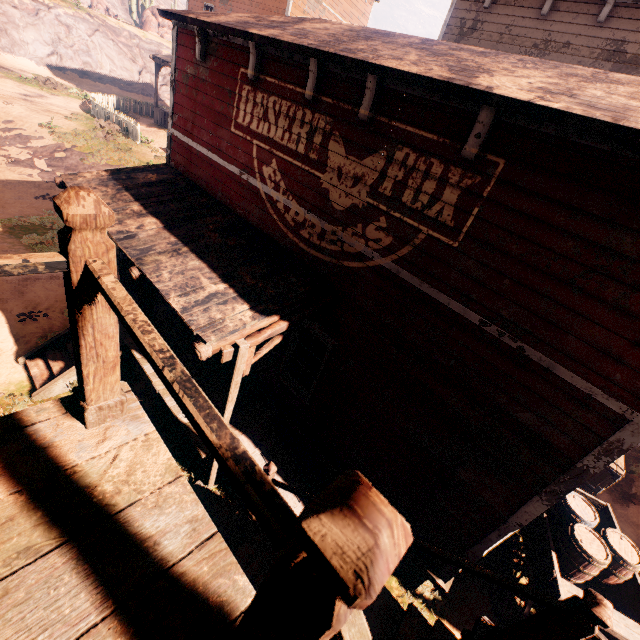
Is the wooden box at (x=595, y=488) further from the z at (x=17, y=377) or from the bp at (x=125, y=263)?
the bp at (x=125, y=263)

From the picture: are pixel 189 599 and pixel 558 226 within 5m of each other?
yes

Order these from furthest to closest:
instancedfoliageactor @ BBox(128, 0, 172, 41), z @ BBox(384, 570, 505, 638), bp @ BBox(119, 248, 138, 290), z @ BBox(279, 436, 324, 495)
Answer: instancedfoliageactor @ BBox(128, 0, 172, 41)
bp @ BBox(119, 248, 138, 290)
z @ BBox(279, 436, 324, 495)
z @ BBox(384, 570, 505, 638)

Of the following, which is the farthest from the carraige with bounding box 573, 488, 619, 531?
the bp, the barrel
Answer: the bp

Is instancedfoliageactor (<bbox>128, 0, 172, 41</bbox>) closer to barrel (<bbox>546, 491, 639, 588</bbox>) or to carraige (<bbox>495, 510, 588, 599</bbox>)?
carraige (<bbox>495, 510, 588, 599</bbox>)

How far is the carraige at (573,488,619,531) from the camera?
6.54m

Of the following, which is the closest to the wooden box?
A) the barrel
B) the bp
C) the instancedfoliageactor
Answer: the barrel

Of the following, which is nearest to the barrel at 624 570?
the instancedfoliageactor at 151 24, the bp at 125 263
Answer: the bp at 125 263
